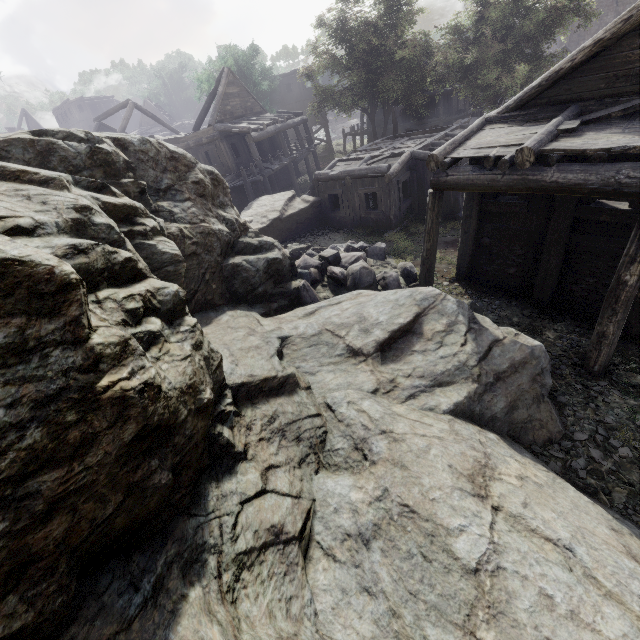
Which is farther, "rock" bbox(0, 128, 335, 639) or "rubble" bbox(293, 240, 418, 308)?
"rubble" bbox(293, 240, 418, 308)

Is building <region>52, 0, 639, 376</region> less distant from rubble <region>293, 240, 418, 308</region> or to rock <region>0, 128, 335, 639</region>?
rock <region>0, 128, 335, 639</region>

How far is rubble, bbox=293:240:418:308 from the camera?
10.55m

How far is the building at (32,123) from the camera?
48.6m

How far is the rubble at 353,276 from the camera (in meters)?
10.55

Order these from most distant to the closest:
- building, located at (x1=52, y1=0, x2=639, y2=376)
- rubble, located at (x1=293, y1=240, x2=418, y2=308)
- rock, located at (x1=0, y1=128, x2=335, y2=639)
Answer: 1. rubble, located at (x1=293, y1=240, x2=418, y2=308)
2. building, located at (x1=52, y1=0, x2=639, y2=376)
3. rock, located at (x1=0, y1=128, x2=335, y2=639)

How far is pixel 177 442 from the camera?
3.3m
